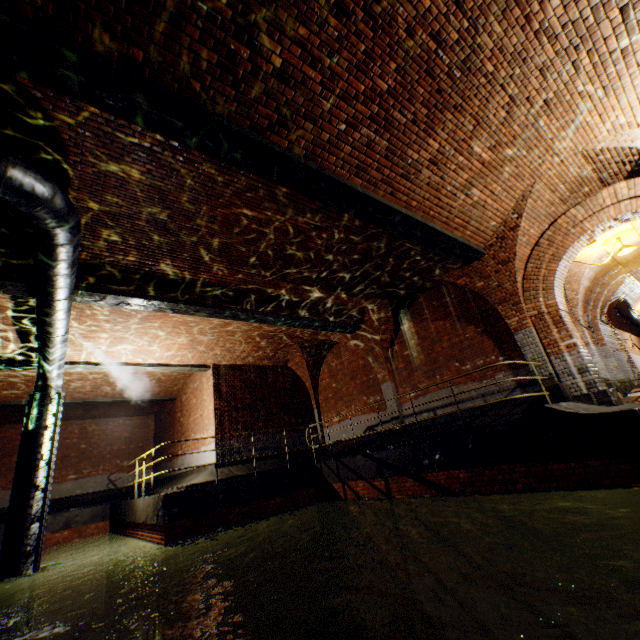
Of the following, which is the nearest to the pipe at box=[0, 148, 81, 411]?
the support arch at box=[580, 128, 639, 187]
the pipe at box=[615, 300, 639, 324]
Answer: the support arch at box=[580, 128, 639, 187]

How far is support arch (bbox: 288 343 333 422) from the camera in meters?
14.3 m

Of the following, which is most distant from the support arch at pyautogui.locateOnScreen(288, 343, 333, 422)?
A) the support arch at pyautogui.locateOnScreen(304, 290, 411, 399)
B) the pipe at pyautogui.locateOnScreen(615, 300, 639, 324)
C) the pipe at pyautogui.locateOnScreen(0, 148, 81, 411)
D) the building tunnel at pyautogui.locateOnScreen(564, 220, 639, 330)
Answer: the pipe at pyautogui.locateOnScreen(615, 300, 639, 324)

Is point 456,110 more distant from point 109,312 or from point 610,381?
point 610,381

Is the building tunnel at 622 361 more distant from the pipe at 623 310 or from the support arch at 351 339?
the support arch at 351 339

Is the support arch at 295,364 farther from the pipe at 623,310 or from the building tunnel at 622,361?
the pipe at 623,310

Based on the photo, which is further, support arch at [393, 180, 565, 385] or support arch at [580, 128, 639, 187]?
support arch at [393, 180, 565, 385]

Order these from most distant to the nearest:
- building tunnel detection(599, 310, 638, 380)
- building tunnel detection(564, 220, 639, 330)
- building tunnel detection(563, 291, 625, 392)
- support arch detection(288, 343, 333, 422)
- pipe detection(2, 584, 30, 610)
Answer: support arch detection(288, 343, 333, 422)
building tunnel detection(599, 310, 638, 380)
building tunnel detection(563, 291, 625, 392)
building tunnel detection(564, 220, 639, 330)
pipe detection(2, 584, 30, 610)
